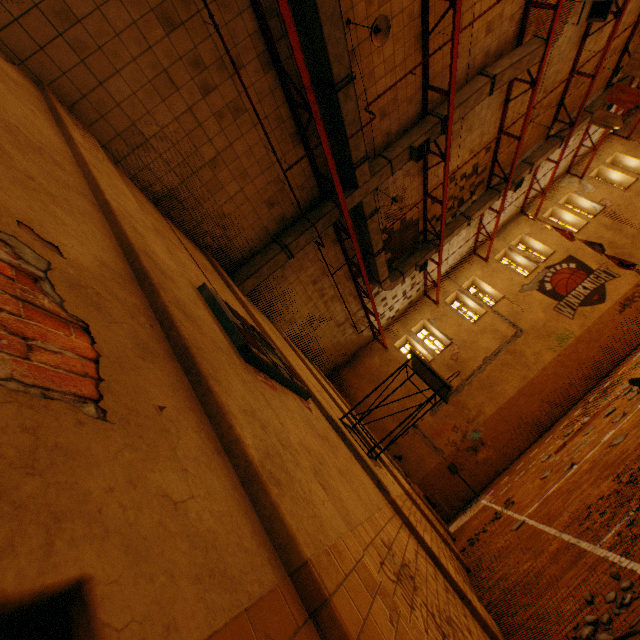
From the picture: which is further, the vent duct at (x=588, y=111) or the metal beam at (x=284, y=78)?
the vent duct at (x=588, y=111)

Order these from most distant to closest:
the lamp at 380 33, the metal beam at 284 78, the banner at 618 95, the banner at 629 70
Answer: the banner at 618 95 < the banner at 629 70 < the lamp at 380 33 < the metal beam at 284 78

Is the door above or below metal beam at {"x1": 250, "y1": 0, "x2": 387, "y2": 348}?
below

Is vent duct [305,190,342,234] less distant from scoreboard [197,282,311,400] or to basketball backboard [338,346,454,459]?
scoreboard [197,282,311,400]

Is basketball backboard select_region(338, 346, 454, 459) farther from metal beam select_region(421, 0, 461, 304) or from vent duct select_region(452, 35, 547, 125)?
metal beam select_region(421, 0, 461, 304)

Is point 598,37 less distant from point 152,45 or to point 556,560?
point 152,45

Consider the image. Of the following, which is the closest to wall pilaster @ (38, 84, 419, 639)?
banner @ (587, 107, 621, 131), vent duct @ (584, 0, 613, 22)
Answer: vent duct @ (584, 0, 613, 22)
